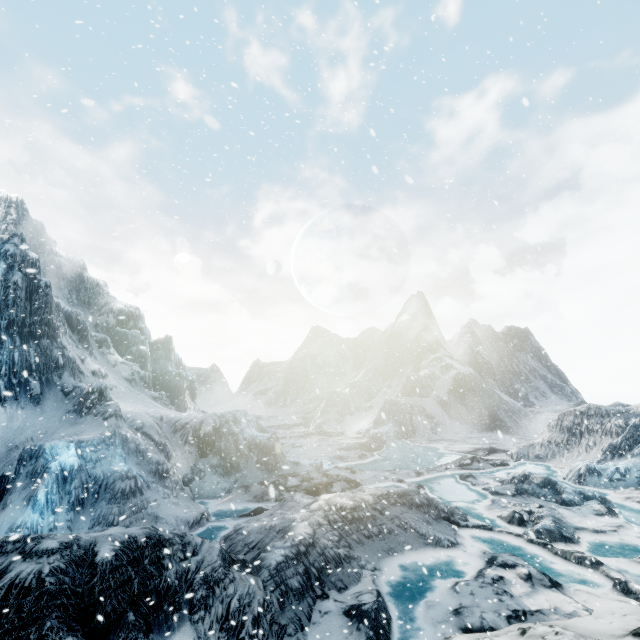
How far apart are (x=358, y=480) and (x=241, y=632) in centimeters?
1720cm
